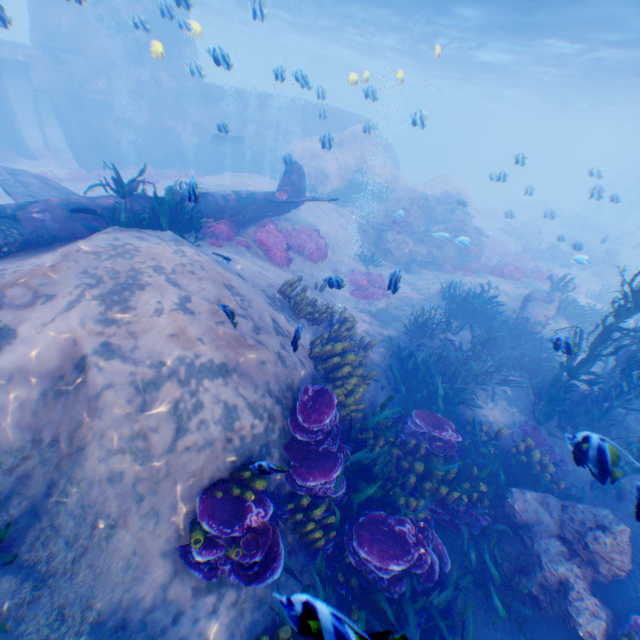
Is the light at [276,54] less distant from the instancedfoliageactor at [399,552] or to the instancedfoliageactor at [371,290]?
the instancedfoliageactor at [399,552]

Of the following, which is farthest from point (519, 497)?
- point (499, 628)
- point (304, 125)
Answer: point (304, 125)

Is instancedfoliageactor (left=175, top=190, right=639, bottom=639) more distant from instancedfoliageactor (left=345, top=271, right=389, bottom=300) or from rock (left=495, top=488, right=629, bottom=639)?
instancedfoliageactor (left=345, top=271, right=389, bottom=300)

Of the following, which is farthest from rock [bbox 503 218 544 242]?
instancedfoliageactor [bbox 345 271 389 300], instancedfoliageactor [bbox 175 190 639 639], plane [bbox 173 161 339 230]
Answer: instancedfoliageactor [bbox 345 271 389 300]

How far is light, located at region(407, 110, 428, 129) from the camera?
10.8m

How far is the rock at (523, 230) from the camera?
29.0 meters

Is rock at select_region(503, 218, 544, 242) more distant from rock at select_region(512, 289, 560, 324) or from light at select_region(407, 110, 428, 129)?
light at select_region(407, 110, 428, 129)

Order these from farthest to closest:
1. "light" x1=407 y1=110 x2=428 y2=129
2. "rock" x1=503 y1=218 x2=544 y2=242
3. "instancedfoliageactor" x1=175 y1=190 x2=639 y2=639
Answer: "rock" x1=503 y1=218 x2=544 y2=242 < "light" x1=407 y1=110 x2=428 y2=129 < "instancedfoliageactor" x1=175 y1=190 x2=639 y2=639
